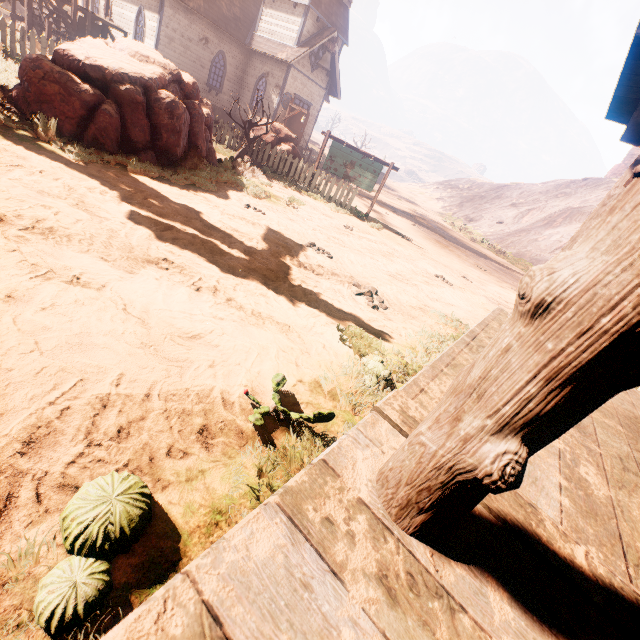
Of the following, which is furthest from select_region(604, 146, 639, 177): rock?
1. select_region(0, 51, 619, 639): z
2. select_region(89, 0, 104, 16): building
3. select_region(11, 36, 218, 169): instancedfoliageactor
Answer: select_region(11, 36, 218, 169): instancedfoliageactor

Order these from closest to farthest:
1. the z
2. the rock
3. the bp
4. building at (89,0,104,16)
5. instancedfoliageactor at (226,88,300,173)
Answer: the z
instancedfoliageactor at (226,88,300,173)
building at (89,0,104,16)
the bp
the rock

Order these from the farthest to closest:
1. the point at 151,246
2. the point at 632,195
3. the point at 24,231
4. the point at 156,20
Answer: the point at 156,20
the point at 151,246
the point at 24,231
the point at 632,195

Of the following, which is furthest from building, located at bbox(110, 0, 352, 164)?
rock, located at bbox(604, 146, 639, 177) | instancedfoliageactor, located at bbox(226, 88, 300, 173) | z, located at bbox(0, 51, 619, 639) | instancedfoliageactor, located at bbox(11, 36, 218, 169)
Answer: rock, located at bbox(604, 146, 639, 177)

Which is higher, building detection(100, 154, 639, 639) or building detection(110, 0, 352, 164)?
building detection(110, 0, 352, 164)

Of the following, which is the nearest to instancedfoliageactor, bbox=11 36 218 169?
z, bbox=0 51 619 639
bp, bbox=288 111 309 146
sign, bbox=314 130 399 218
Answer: z, bbox=0 51 619 639

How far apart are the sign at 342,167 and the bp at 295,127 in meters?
9.9

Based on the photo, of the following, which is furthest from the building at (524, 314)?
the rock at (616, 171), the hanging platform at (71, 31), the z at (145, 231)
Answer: the rock at (616, 171)
